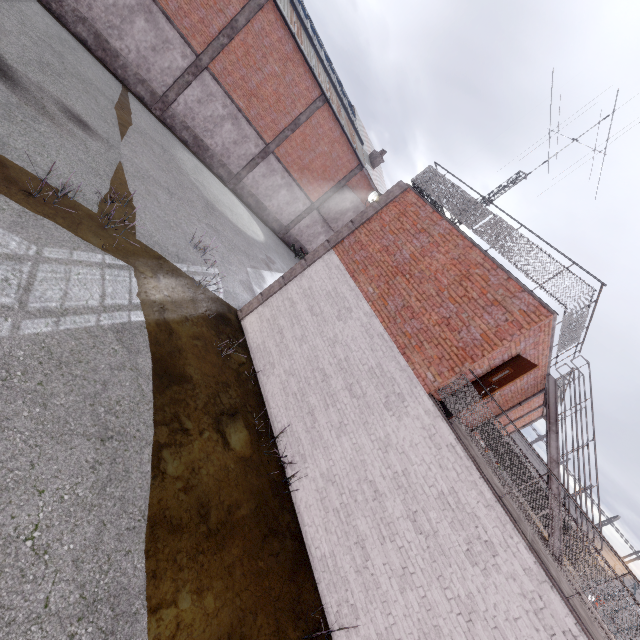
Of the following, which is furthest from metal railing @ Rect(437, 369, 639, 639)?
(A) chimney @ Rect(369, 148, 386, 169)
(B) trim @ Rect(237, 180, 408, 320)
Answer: (A) chimney @ Rect(369, 148, 386, 169)

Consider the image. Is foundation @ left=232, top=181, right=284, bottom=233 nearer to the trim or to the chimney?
the chimney

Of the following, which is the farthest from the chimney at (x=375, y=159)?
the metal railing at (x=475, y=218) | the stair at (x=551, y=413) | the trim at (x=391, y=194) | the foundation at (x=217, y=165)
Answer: the stair at (x=551, y=413)

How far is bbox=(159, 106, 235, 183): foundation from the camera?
19.16m

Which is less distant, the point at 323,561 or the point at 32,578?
the point at 32,578

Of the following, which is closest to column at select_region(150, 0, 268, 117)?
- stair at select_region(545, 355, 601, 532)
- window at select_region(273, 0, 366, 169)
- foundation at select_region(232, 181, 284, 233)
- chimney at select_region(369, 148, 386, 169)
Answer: window at select_region(273, 0, 366, 169)

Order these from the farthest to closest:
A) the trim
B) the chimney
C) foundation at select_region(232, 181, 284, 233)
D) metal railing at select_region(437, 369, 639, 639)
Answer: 1. the chimney
2. foundation at select_region(232, 181, 284, 233)
3. the trim
4. metal railing at select_region(437, 369, 639, 639)

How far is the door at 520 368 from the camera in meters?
6.7
